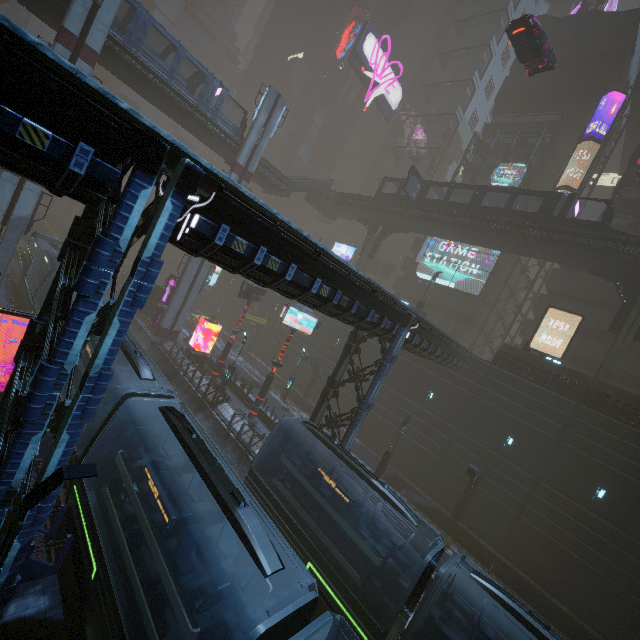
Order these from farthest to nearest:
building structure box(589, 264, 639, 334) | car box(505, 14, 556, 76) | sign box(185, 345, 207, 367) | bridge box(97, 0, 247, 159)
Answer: sign box(185, 345, 207, 367)
building structure box(589, 264, 639, 334)
bridge box(97, 0, 247, 159)
car box(505, 14, 556, 76)

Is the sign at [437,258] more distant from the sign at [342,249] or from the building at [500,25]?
the sign at [342,249]

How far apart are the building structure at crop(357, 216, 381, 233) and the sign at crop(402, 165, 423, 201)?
6.6m

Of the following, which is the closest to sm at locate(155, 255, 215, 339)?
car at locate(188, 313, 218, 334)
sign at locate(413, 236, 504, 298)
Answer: car at locate(188, 313, 218, 334)

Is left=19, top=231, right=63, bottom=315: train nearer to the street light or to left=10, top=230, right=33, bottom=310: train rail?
left=10, top=230, right=33, bottom=310: train rail

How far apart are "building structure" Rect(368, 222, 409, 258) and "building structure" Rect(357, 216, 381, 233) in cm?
68

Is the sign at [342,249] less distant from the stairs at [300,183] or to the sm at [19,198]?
the stairs at [300,183]

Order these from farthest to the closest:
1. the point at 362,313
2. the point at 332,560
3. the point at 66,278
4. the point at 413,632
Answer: the point at 362,313, the point at 332,560, the point at 413,632, the point at 66,278
